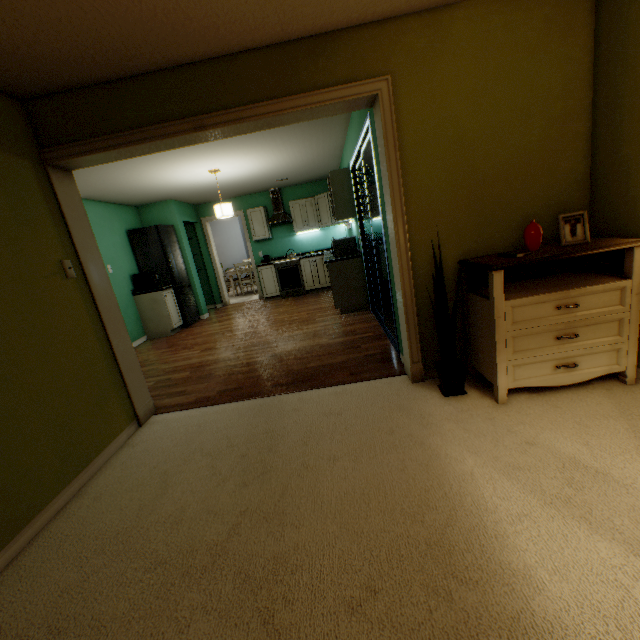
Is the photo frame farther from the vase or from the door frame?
the door frame

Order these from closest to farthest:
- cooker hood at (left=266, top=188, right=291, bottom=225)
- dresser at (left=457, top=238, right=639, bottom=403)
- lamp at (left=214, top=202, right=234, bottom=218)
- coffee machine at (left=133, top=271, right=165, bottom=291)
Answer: dresser at (left=457, top=238, right=639, bottom=403) < lamp at (left=214, top=202, right=234, bottom=218) < coffee machine at (left=133, top=271, right=165, bottom=291) < cooker hood at (left=266, top=188, right=291, bottom=225)

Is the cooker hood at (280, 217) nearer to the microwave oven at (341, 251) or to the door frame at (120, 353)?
the microwave oven at (341, 251)

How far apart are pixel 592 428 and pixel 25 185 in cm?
372

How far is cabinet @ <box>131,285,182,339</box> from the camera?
5.84m

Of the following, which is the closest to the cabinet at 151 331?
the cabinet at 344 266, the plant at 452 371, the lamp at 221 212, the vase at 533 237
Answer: the lamp at 221 212

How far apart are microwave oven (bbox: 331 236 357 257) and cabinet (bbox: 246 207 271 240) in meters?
2.5

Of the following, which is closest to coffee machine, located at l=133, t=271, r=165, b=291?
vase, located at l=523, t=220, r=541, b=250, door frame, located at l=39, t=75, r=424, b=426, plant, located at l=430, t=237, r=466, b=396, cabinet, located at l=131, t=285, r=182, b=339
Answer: cabinet, located at l=131, t=285, r=182, b=339
